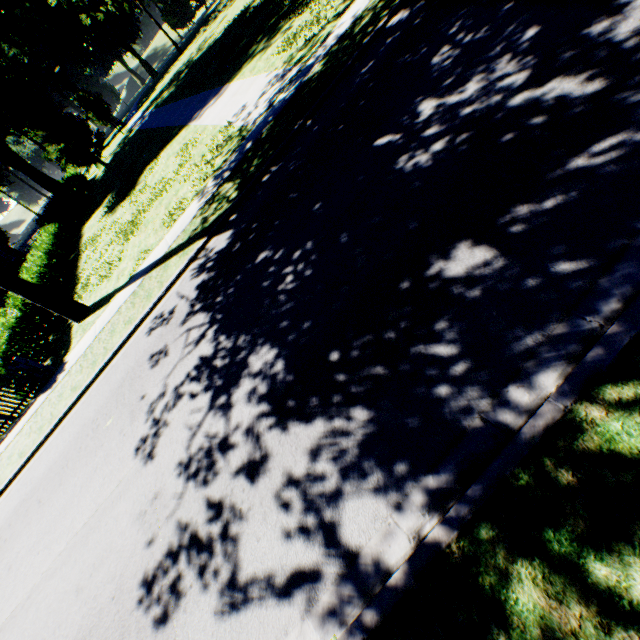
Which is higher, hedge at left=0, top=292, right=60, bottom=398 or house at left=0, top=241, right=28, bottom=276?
house at left=0, top=241, right=28, bottom=276

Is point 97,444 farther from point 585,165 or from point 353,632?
point 585,165

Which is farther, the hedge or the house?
the house

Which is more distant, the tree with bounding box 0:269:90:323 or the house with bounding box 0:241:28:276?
the house with bounding box 0:241:28:276

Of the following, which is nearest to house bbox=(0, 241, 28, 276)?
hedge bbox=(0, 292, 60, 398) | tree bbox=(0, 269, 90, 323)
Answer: hedge bbox=(0, 292, 60, 398)

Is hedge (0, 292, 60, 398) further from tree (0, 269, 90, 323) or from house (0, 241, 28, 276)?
house (0, 241, 28, 276)

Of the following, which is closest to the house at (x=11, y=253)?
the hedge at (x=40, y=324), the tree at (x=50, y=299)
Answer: the hedge at (x=40, y=324)
